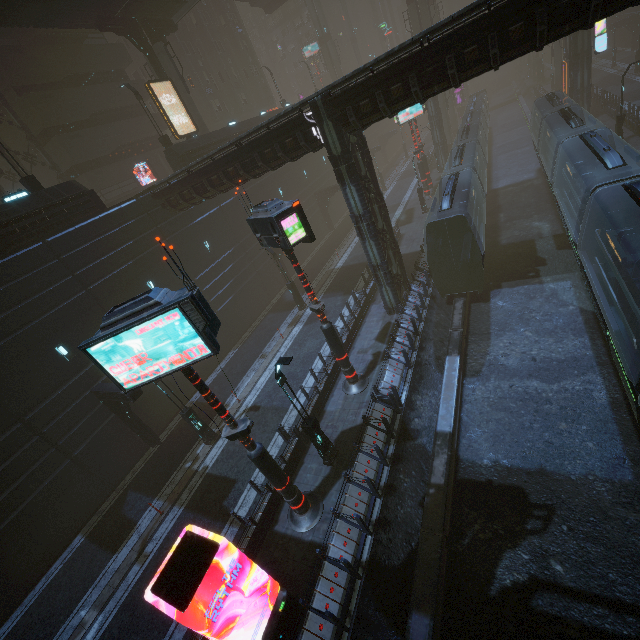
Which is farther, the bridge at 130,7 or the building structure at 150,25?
the building structure at 150,25

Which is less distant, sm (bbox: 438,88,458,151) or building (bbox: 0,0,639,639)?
building (bbox: 0,0,639,639)

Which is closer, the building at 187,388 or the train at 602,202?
the train at 602,202

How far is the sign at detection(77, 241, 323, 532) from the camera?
7.0 meters

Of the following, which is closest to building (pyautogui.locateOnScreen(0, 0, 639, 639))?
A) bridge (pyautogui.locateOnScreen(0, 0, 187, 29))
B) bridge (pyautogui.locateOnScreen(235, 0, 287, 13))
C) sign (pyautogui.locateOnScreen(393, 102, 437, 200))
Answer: sign (pyautogui.locateOnScreen(393, 102, 437, 200))

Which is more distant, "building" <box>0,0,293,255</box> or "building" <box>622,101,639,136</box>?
"building" <box>622,101,639,136</box>

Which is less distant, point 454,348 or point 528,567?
point 528,567

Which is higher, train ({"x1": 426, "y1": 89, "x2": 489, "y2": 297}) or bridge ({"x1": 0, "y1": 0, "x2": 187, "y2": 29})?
bridge ({"x1": 0, "y1": 0, "x2": 187, "y2": 29})
